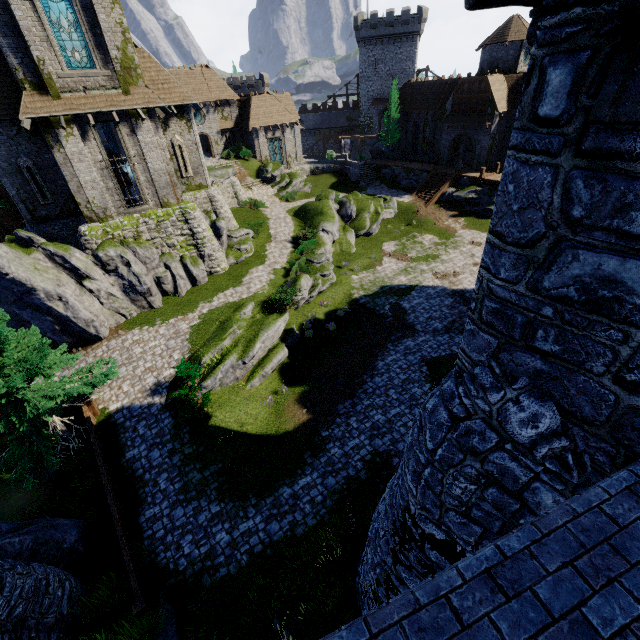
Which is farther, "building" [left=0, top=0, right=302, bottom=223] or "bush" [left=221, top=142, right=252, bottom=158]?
"bush" [left=221, top=142, right=252, bottom=158]

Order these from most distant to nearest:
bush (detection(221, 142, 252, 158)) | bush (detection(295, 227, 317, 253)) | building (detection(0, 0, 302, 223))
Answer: bush (detection(221, 142, 252, 158))
bush (detection(295, 227, 317, 253))
building (detection(0, 0, 302, 223))

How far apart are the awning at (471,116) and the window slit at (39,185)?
39.00m

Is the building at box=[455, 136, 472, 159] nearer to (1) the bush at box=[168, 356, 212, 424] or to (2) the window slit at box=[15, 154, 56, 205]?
(1) the bush at box=[168, 356, 212, 424]

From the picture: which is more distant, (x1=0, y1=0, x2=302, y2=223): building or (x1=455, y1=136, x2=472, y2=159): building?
(x1=455, y1=136, x2=472, y2=159): building

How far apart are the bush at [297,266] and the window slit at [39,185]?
15.30m

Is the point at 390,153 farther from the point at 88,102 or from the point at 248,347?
the point at 248,347

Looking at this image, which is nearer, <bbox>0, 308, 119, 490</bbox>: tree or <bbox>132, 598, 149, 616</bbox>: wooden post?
<bbox>132, 598, 149, 616</bbox>: wooden post
